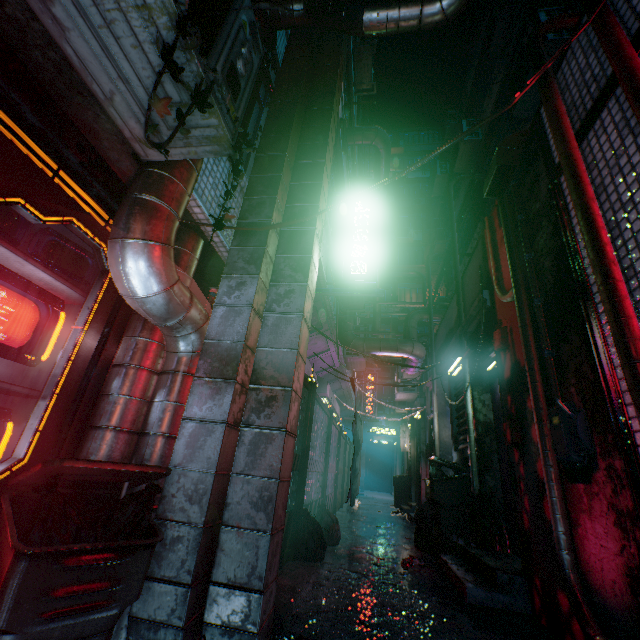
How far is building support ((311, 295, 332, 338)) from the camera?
5.3m

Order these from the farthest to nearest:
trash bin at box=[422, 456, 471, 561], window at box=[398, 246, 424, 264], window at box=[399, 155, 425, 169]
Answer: window at box=[399, 155, 425, 169] → window at box=[398, 246, 424, 264] → trash bin at box=[422, 456, 471, 561]

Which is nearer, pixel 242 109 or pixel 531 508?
pixel 242 109

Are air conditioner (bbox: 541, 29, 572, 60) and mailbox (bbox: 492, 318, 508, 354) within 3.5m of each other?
no

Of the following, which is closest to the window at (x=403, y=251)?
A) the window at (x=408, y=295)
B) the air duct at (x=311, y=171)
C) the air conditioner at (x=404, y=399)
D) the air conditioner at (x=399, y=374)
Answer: the window at (x=408, y=295)

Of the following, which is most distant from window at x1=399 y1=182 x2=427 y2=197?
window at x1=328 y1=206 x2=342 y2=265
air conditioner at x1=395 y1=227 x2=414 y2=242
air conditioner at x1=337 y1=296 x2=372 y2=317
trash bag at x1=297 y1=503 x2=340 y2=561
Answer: trash bag at x1=297 y1=503 x2=340 y2=561

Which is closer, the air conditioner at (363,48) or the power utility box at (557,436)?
the power utility box at (557,436)

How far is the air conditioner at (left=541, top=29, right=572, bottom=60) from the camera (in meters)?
4.66
